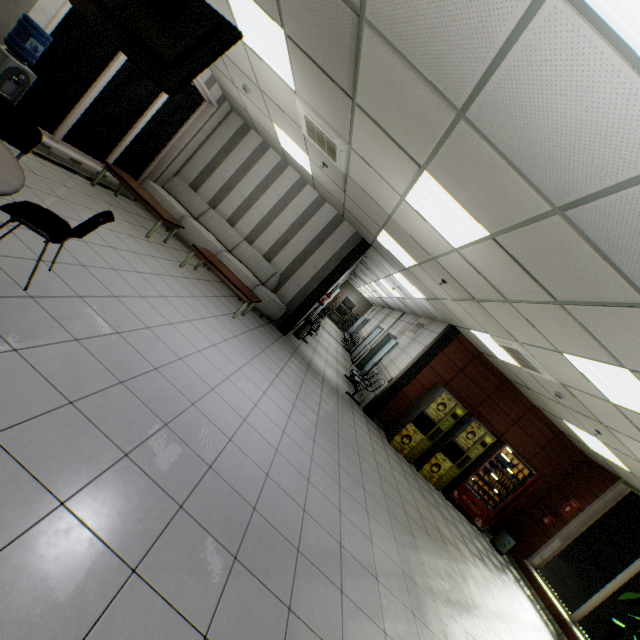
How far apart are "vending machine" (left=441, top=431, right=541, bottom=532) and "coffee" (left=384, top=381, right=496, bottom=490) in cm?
116

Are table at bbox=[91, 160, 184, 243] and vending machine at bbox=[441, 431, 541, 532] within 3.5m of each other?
no

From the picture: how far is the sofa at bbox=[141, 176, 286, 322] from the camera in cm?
766

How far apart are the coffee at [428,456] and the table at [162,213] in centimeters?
679cm

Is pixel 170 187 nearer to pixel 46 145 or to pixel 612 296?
pixel 46 145

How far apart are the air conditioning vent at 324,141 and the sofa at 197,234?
3.45m

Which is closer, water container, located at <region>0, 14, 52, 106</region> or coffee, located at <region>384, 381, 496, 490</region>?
water container, located at <region>0, 14, 52, 106</region>

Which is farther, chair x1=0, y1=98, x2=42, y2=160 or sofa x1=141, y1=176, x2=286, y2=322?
sofa x1=141, y1=176, x2=286, y2=322
